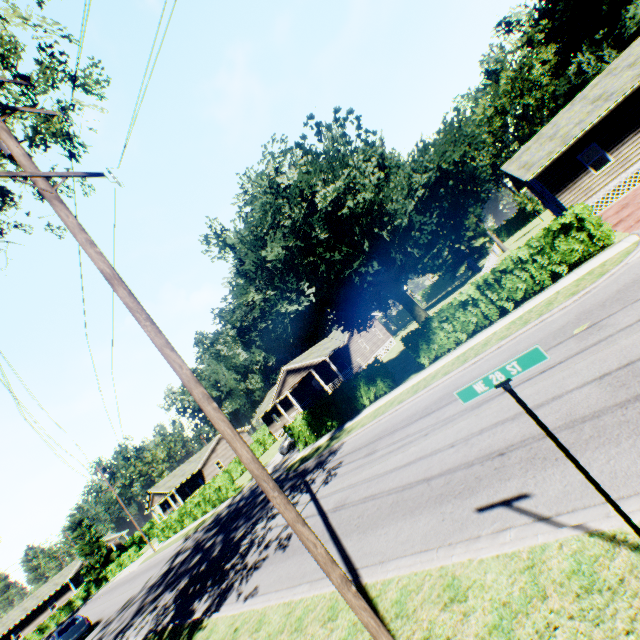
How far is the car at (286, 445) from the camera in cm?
2783

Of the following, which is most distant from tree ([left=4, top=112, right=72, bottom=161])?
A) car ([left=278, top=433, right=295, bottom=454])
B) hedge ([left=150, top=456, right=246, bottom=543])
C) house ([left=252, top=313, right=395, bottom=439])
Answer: hedge ([left=150, top=456, right=246, bottom=543])

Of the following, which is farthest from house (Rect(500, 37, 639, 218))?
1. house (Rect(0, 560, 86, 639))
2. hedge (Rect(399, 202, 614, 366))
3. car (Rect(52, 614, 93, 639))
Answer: house (Rect(0, 560, 86, 639))

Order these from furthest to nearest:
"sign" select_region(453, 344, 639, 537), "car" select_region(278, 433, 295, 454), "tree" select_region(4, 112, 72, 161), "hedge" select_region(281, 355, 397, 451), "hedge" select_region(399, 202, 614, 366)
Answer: "car" select_region(278, 433, 295, 454) → "hedge" select_region(281, 355, 397, 451) → "hedge" select_region(399, 202, 614, 366) → "tree" select_region(4, 112, 72, 161) → "sign" select_region(453, 344, 639, 537)

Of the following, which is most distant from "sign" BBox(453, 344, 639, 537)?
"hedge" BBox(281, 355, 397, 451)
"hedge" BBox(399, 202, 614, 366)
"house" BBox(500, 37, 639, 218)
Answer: "house" BBox(500, 37, 639, 218)

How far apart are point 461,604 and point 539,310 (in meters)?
10.75

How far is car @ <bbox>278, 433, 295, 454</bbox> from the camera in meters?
27.8 m

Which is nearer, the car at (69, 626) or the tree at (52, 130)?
the tree at (52, 130)
